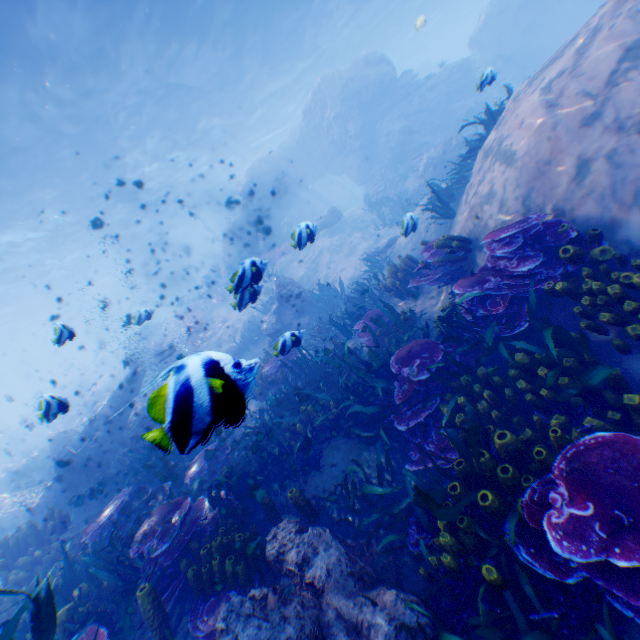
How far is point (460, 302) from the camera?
5.1m

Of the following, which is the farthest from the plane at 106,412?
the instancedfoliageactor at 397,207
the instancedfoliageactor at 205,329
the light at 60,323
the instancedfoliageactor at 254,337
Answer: the light at 60,323

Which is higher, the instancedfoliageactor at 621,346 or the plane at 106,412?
the plane at 106,412

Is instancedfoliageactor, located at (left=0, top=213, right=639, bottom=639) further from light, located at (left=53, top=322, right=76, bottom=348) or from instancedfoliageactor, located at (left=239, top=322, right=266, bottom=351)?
instancedfoliageactor, located at (left=239, top=322, right=266, bottom=351)

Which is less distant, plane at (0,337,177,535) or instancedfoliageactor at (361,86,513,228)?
instancedfoliageactor at (361,86,513,228)

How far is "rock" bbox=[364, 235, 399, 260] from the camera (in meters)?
12.94

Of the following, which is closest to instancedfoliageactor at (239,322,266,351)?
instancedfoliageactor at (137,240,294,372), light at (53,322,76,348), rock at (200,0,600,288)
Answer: rock at (200,0,600,288)

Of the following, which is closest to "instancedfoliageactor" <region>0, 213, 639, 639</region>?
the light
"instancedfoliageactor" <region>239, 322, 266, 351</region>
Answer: the light
